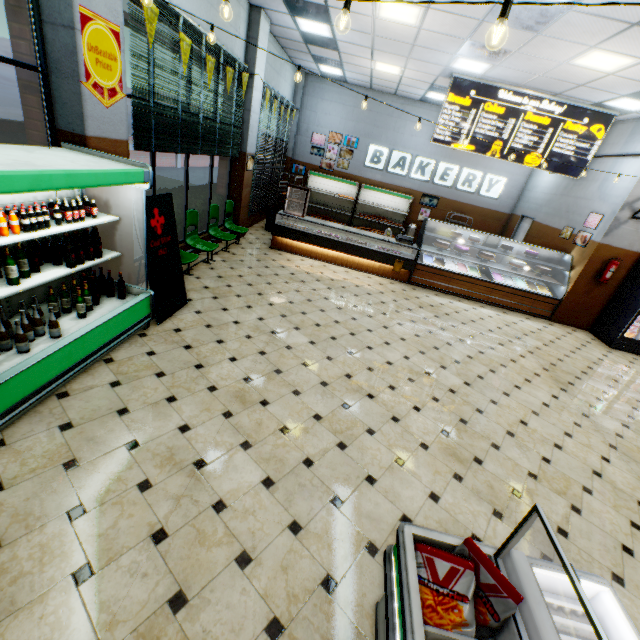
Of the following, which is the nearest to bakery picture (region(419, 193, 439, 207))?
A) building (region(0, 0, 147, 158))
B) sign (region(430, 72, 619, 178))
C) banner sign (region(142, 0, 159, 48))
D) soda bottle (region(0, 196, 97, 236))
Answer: building (region(0, 0, 147, 158))

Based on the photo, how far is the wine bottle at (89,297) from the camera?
3.4 meters

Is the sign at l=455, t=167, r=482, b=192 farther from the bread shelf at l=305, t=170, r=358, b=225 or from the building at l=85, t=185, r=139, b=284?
the bread shelf at l=305, t=170, r=358, b=225

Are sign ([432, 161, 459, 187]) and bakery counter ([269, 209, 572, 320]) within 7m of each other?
yes

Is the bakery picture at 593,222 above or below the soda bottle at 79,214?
above

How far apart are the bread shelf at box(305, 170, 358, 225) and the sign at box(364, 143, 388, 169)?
0.64m

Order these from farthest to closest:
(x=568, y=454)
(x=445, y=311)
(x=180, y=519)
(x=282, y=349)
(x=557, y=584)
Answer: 1. (x=445, y=311)
2. (x=282, y=349)
3. (x=568, y=454)
4. (x=180, y=519)
5. (x=557, y=584)

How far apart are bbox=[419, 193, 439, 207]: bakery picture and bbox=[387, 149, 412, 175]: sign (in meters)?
0.43
